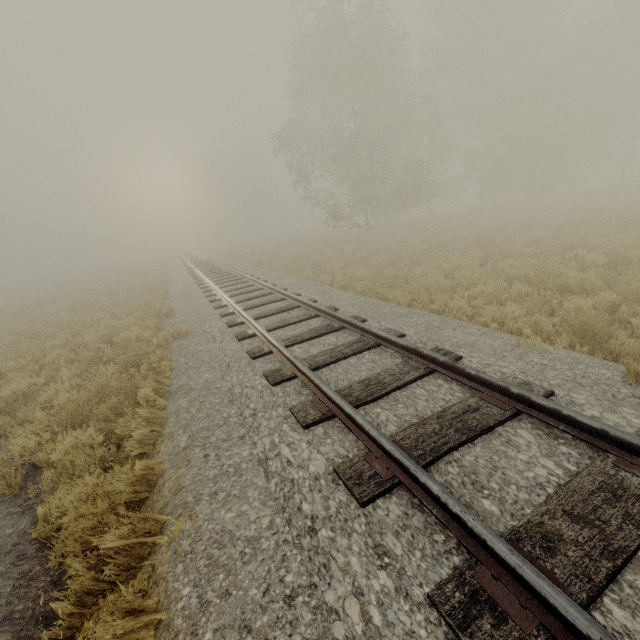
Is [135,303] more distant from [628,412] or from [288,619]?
[628,412]
